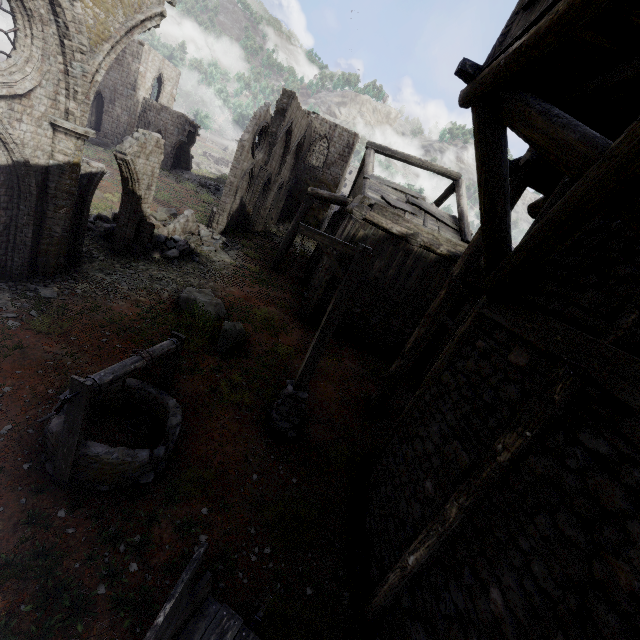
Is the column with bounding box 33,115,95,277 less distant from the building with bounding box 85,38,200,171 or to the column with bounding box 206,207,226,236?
the column with bounding box 206,207,226,236

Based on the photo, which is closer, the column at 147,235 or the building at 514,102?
the building at 514,102

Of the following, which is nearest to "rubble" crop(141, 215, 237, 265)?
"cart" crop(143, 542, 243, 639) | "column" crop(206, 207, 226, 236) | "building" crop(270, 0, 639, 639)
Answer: "column" crop(206, 207, 226, 236)

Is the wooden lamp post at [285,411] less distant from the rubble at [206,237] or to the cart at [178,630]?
the cart at [178,630]

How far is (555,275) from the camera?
4.7 meters

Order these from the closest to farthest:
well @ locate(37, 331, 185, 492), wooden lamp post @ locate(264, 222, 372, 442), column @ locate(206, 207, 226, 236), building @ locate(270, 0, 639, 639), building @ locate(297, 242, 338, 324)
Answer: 1. building @ locate(270, 0, 639, 639)
2. well @ locate(37, 331, 185, 492)
3. wooden lamp post @ locate(264, 222, 372, 442)
4. building @ locate(297, 242, 338, 324)
5. column @ locate(206, 207, 226, 236)

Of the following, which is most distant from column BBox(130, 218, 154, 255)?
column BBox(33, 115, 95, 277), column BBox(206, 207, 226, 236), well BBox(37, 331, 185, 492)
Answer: well BBox(37, 331, 185, 492)

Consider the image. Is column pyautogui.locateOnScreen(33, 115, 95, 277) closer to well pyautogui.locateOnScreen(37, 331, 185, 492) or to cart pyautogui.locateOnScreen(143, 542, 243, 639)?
well pyautogui.locateOnScreen(37, 331, 185, 492)
